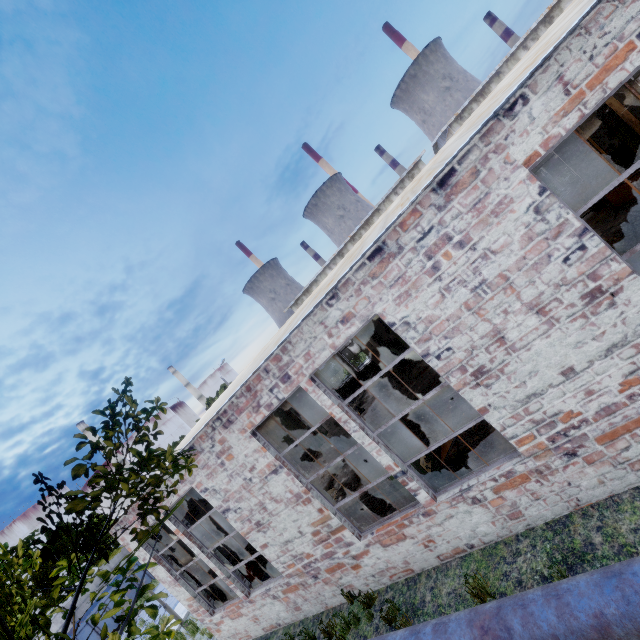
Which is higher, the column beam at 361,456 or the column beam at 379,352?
the column beam at 379,352

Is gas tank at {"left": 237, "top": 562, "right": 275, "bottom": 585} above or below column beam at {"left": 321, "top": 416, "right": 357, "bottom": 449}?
below

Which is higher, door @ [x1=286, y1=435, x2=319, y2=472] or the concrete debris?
door @ [x1=286, y1=435, x2=319, y2=472]

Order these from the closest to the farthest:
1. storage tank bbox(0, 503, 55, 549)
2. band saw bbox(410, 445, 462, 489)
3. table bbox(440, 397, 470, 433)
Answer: band saw bbox(410, 445, 462, 489) < table bbox(440, 397, 470, 433) < storage tank bbox(0, 503, 55, 549)

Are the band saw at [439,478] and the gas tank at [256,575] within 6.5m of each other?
yes

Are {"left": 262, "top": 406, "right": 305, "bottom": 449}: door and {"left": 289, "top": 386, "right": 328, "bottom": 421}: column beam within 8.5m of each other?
yes

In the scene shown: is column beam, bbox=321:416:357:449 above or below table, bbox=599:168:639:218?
above

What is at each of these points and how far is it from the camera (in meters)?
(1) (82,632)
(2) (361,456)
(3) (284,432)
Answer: (1) garbage container, 20.95
(2) column beam, 9.57
(3) door, 16.67
